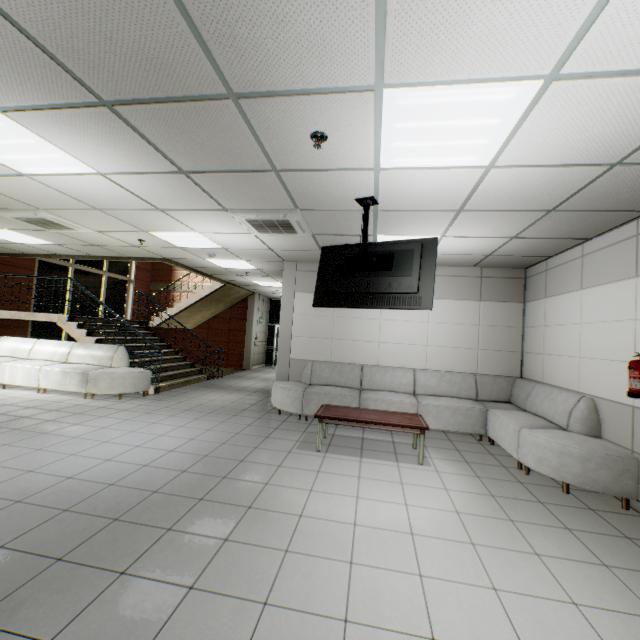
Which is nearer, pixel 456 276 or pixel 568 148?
pixel 568 148

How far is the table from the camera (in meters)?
4.41

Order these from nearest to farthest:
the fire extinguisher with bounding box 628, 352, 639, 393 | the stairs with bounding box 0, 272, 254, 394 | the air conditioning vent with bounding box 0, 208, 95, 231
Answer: the fire extinguisher with bounding box 628, 352, 639, 393 < the air conditioning vent with bounding box 0, 208, 95, 231 < the stairs with bounding box 0, 272, 254, 394

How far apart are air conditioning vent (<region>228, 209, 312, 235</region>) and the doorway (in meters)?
9.41

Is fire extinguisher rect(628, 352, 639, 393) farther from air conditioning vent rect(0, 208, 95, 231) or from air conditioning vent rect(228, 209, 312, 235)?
air conditioning vent rect(0, 208, 95, 231)

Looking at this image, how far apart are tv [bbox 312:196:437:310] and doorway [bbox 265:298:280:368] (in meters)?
10.41

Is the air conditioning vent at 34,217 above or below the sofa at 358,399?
above

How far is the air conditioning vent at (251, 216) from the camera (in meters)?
4.26
